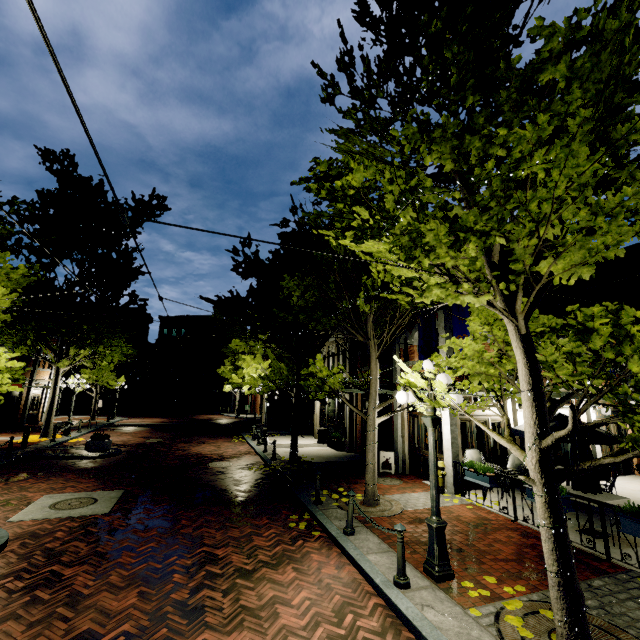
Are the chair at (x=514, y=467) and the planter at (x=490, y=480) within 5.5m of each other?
yes

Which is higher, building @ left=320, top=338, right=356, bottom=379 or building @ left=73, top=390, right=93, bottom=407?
building @ left=320, top=338, right=356, bottom=379

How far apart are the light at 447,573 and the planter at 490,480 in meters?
3.6

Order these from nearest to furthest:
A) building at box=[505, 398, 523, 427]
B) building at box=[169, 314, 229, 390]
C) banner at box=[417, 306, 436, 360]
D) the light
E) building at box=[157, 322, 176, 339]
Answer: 1. the light
2. banner at box=[417, 306, 436, 360]
3. building at box=[505, 398, 523, 427]
4. building at box=[169, 314, 229, 390]
5. building at box=[157, 322, 176, 339]

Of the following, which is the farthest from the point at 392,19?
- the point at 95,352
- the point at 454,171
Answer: the point at 95,352

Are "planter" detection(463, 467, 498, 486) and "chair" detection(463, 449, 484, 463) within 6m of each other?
yes

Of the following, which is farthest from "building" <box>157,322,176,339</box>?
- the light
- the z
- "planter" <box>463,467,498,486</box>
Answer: the light

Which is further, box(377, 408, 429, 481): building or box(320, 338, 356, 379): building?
box(320, 338, 356, 379): building
